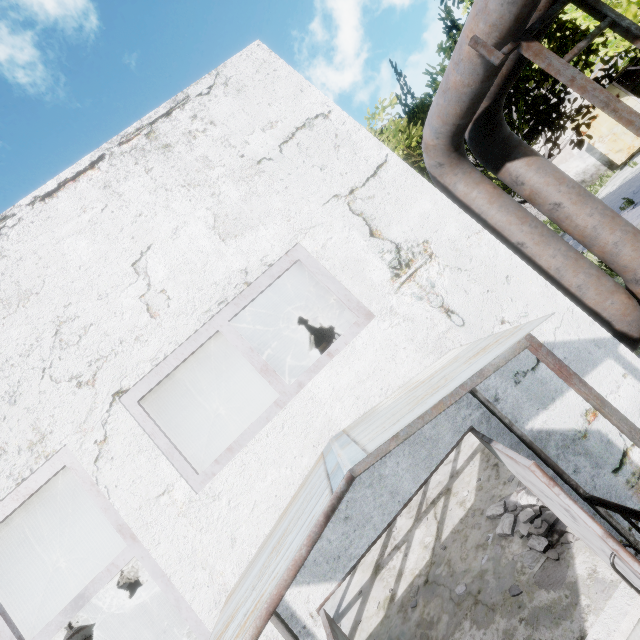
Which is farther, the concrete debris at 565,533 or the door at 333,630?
the concrete debris at 565,533

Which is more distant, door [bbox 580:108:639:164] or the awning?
door [bbox 580:108:639:164]

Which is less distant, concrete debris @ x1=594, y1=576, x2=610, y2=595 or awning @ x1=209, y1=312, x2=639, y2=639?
awning @ x1=209, y1=312, x2=639, y2=639

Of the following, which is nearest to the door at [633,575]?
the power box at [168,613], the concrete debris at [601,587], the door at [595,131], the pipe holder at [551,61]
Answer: the concrete debris at [601,587]

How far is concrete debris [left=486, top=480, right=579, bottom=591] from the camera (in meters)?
4.00

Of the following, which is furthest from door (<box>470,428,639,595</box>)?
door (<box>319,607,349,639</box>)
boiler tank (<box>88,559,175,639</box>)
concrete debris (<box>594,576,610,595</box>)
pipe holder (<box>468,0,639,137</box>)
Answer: boiler tank (<box>88,559,175,639</box>)

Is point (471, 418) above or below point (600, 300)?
above

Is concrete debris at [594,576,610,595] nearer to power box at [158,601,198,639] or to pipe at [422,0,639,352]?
pipe at [422,0,639,352]
